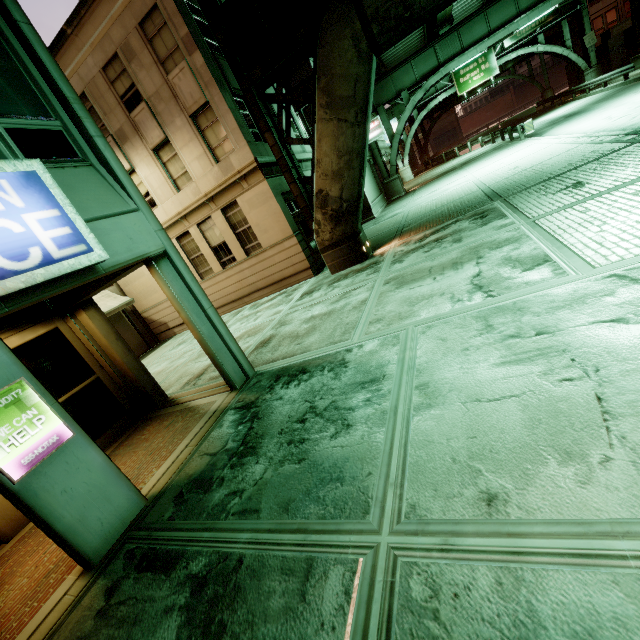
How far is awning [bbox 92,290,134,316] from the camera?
14.69m

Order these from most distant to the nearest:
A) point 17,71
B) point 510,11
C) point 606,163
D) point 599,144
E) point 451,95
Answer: point 451,95, point 510,11, point 599,144, point 606,163, point 17,71

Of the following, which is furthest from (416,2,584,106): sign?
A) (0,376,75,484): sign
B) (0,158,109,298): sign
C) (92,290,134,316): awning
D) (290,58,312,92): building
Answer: (0,376,75,484): sign

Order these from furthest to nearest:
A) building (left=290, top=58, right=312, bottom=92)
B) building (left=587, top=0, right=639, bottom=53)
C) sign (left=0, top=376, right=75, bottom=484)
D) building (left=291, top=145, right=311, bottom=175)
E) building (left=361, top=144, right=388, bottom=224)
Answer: building (left=587, top=0, right=639, bottom=53) → building (left=361, top=144, right=388, bottom=224) → building (left=290, top=58, right=312, bottom=92) → building (left=291, top=145, right=311, bottom=175) → sign (left=0, top=376, right=75, bottom=484)

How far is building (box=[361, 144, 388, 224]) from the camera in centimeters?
2164cm

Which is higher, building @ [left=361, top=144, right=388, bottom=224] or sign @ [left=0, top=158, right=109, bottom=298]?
sign @ [left=0, top=158, right=109, bottom=298]

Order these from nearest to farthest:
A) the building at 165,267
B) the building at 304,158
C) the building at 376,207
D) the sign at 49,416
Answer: the sign at 49,416, the building at 165,267, the building at 304,158, the building at 376,207

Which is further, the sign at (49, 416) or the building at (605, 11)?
the building at (605, 11)
